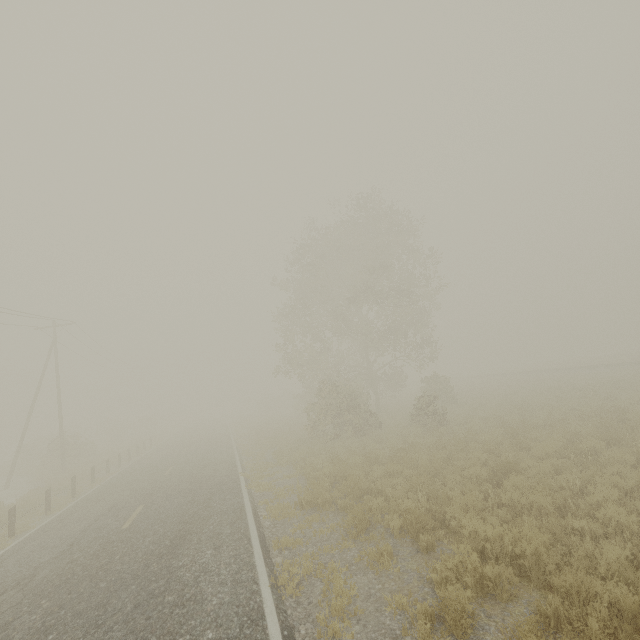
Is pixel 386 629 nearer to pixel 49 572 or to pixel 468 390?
pixel 49 572

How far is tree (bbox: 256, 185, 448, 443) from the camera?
20.45m

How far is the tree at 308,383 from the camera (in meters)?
20.45
